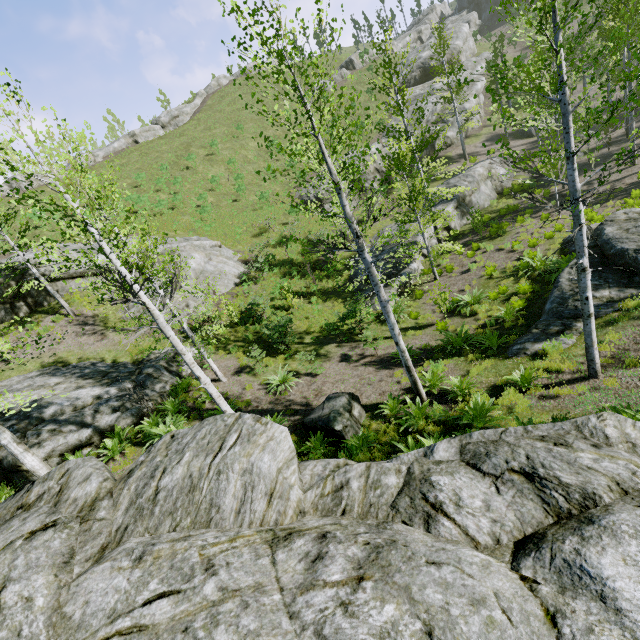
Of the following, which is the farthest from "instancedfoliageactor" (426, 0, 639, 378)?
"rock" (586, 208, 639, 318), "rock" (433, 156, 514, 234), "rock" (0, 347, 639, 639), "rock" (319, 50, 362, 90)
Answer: "rock" (319, 50, 362, 90)

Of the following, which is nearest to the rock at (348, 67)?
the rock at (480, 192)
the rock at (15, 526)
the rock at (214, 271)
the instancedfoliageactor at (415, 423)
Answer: the instancedfoliageactor at (415, 423)

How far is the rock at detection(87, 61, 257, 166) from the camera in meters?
42.6

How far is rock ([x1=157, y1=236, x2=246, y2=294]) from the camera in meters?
21.0

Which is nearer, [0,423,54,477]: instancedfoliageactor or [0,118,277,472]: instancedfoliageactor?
A: [0,118,277,472]: instancedfoliageactor

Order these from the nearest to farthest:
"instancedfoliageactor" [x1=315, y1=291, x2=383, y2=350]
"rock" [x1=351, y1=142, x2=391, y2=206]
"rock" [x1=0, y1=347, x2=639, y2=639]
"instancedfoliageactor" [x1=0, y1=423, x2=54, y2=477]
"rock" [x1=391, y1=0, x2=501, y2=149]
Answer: "rock" [x1=0, y1=347, x2=639, y2=639] < "instancedfoliageactor" [x1=0, y1=423, x2=54, y2=477] < "instancedfoliageactor" [x1=315, y1=291, x2=383, y2=350] < "rock" [x1=351, y1=142, x2=391, y2=206] < "rock" [x1=391, y1=0, x2=501, y2=149]

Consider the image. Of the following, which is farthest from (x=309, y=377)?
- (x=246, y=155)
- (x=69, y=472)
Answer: (x=246, y=155)

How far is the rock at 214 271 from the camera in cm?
2103
